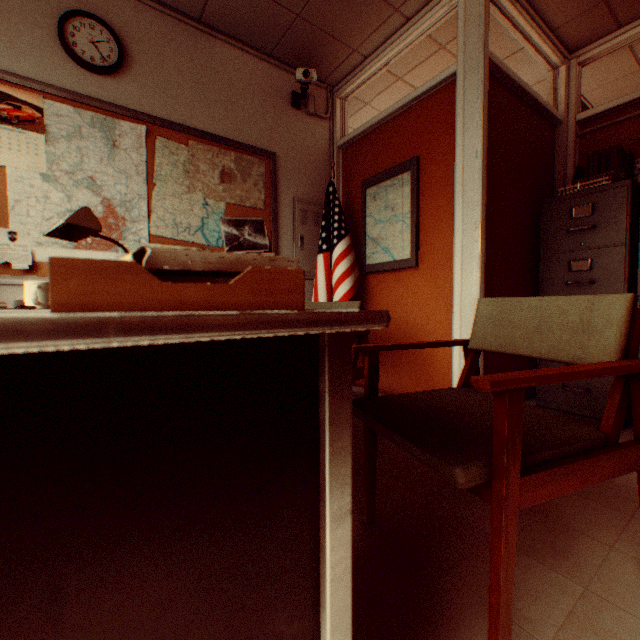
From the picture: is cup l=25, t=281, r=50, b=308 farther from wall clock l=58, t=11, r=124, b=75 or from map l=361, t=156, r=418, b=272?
map l=361, t=156, r=418, b=272

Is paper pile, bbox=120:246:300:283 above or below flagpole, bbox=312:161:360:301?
below

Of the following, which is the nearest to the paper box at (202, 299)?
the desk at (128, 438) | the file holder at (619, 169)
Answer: the desk at (128, 438)

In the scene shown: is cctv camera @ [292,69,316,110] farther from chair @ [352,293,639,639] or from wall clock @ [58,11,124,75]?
chair @ [352,293,639,639]

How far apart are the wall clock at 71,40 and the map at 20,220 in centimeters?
32cm

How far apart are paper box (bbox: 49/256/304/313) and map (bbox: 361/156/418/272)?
2.37m

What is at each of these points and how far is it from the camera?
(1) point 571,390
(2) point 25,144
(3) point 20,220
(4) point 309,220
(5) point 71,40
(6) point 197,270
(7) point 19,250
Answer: (1) file cabinet, 2.8m
(2) calendar, 2.2m
(3) map, 2.2m
(4) fuse box, 3.6m
(5) wall clock, 2.4m
(6) paper pile, 0.5m
(7) corkboard, 2.2m

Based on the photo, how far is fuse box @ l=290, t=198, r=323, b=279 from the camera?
3.5m
